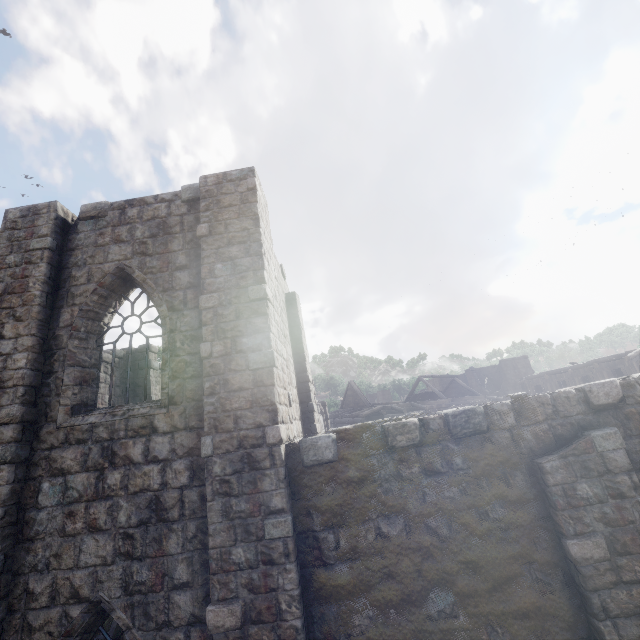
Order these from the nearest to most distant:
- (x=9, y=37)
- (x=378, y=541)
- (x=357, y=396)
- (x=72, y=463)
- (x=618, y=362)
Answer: (x=378, y=541) → (x=72, y=463) → (x=618, y=362) → (x=357, y=396) → (x=9, y=37)
